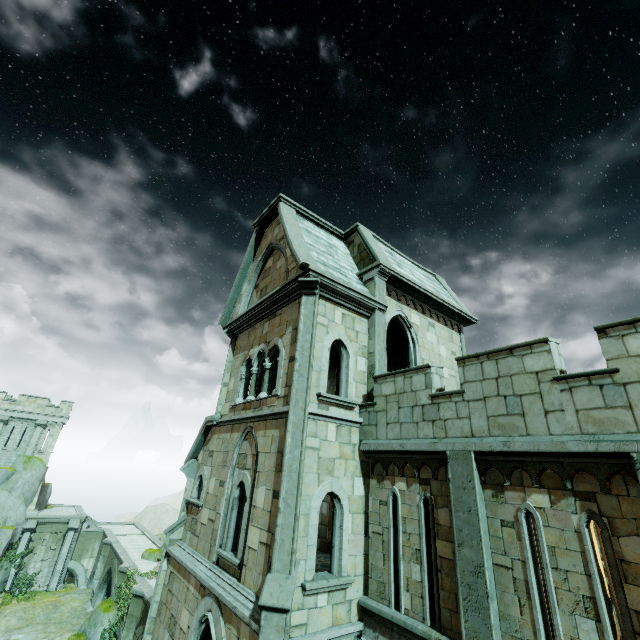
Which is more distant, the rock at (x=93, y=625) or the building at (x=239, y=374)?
the rock at (x=93, y=625)

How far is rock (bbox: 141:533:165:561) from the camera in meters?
25.8 m

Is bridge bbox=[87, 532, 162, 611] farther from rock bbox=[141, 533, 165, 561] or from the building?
rock bbox=[141, 533, 165, 561]

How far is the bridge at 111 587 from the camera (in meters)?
23.75

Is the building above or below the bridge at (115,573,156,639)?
above

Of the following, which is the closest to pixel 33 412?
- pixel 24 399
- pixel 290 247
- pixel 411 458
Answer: pixel 24 399

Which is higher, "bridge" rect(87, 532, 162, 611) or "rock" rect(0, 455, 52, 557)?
"rock" rect(0, 455, 52, 557)

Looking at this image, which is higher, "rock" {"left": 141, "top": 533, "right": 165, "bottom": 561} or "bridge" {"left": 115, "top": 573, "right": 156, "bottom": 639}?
"rock" {"left": 141, "top": 533, "right": 165, "bottom": 561}
